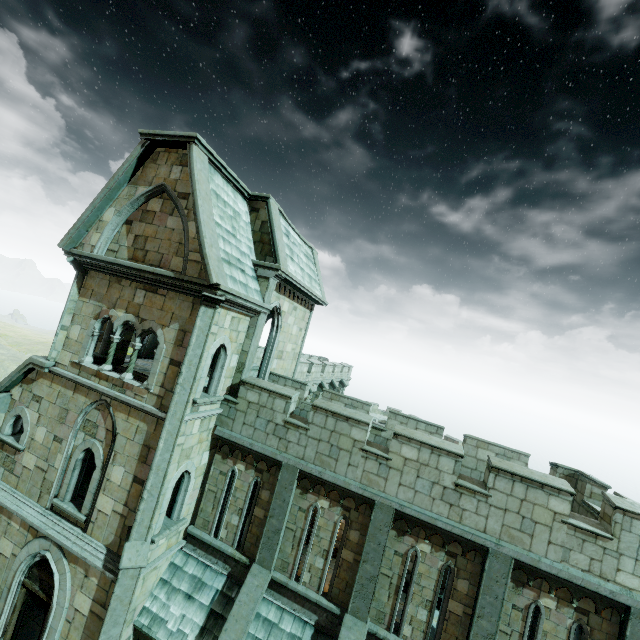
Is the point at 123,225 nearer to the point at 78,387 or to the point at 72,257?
the point at 72,257
